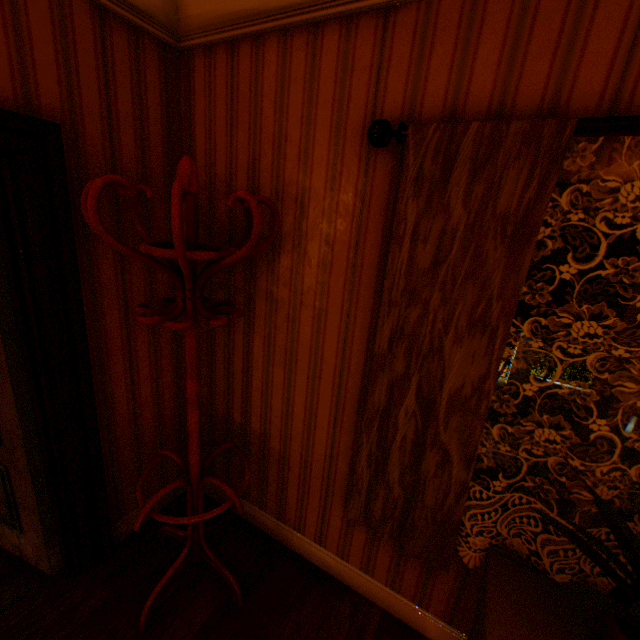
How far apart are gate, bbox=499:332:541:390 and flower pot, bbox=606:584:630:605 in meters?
14.5 m

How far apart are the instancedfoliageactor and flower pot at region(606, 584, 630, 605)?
9.4m

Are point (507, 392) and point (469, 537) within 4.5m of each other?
no

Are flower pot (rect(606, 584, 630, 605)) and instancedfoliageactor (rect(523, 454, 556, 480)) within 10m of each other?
yes

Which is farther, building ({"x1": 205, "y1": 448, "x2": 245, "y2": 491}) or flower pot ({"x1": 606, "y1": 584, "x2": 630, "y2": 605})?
building ({"x1": 205, "y1": 448, "x2": 245, "y2": 491})

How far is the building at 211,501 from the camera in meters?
2.4

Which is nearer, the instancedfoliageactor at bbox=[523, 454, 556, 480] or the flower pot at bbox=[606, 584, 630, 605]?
the flower pot at bbox=[606, 584, 630, 605]

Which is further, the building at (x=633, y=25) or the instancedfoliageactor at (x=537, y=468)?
the instancedfoliageactor at (x=537, y=468)
